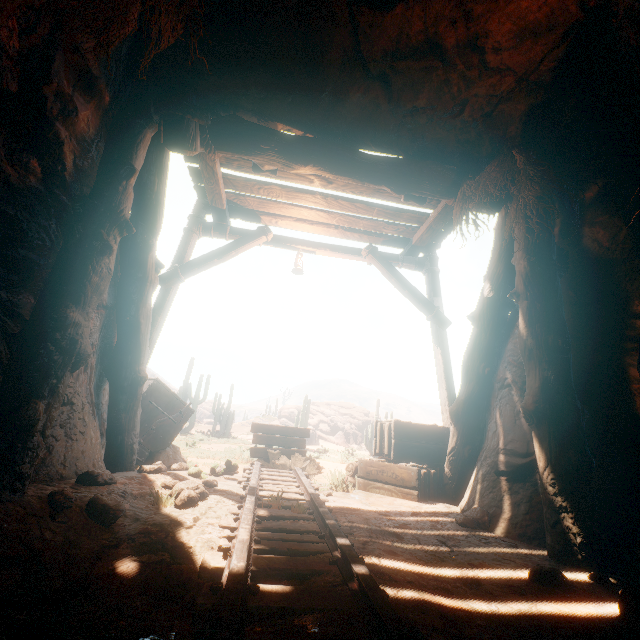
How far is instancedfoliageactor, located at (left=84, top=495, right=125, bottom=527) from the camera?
2.48m

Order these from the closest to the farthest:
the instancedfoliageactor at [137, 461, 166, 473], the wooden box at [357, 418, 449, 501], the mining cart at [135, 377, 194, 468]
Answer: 1. the instancedfoliageactor at [137, 461, 166, 473]
2. the wooden box at [357, 418, 449, 501]
3. the mining cart at [135, 377, 194, 468]

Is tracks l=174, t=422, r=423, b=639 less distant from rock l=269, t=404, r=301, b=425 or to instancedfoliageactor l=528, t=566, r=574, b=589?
instancedfoliageactor l=528, t=566, r=574, b=589

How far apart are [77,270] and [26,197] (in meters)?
0.62

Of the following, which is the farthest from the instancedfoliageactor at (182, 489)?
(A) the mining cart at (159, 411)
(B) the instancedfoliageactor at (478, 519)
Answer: (B) the instancedfoliageactor at (478, 519)

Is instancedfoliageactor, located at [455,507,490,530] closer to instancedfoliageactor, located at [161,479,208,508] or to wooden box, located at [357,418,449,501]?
wooden box, located at [357,418,449,501]

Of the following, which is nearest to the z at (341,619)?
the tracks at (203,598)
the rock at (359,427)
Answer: the tracks at (203,598)

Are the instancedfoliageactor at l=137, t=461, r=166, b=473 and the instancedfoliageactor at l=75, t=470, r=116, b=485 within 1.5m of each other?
yes
